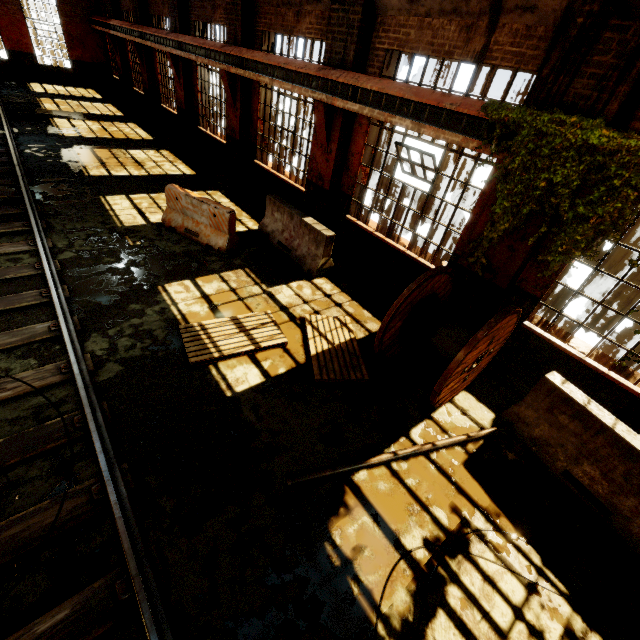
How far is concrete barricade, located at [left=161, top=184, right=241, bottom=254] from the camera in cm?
762

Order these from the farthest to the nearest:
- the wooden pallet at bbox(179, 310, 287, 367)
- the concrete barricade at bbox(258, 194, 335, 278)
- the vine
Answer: the concrete barricade at bbox(258, 194, 335, 278) → the wooden pallet at bbox(179, 310, 287, 367) → the vine

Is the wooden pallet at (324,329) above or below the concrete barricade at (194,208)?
below

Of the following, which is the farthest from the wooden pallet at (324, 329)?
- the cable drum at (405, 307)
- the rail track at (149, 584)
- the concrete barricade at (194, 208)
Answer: the concrete barricade at (194, 208)

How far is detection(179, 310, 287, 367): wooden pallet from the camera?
5.2m

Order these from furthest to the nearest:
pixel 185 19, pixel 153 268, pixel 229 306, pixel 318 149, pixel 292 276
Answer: pixel 185 19 < pixel 318 149 < pixel 292 276 < pixel 153 268 < pixel 229 306

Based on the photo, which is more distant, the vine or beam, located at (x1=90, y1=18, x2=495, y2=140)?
beam, located at (x1=90, y1=18, x2=495, y2=140)

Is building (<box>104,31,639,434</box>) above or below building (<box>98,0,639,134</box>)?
below
